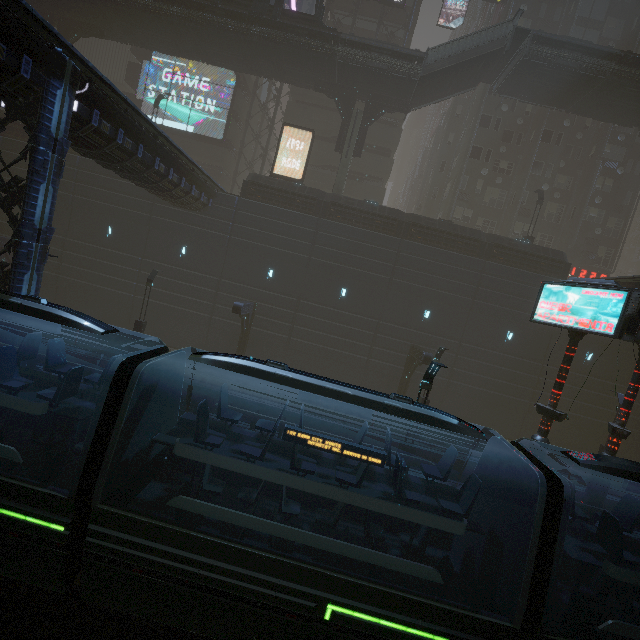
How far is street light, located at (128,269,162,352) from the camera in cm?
1898

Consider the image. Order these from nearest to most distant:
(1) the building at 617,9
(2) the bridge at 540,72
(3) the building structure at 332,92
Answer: (2) the bridge at 540,72 → (3) the building structure at 332,92 → (1) the building at 617,9

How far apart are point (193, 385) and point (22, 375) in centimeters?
1062cm

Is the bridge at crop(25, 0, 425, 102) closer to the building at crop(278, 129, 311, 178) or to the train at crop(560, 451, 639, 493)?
the building at crop(278, 129, 311, 178)

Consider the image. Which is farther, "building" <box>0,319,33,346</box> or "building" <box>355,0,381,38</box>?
"building" <box>355,0,381,38</box>

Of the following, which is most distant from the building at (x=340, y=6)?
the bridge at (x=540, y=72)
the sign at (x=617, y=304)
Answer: the bridge at (x=540, y=72)

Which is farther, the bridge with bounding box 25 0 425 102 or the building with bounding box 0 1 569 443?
the bridge with bounding box 25 0 425 102

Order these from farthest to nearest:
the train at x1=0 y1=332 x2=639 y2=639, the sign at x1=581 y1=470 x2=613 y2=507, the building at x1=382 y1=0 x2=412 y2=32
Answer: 1. the building at x1=382 y1=0 x2=412 y2=32
2. the sign at x1=581 y1=470 x2=613 y2=507
3. the train at x1=0 y1=332 x2=639 y2=639
